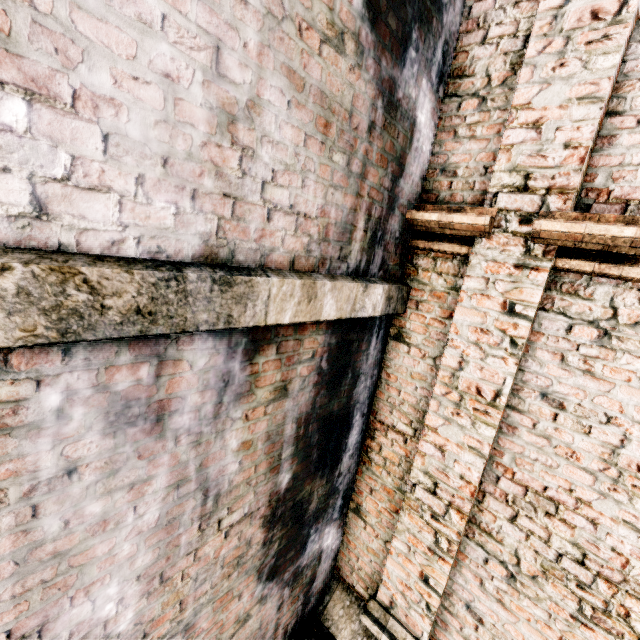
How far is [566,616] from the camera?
2.56m

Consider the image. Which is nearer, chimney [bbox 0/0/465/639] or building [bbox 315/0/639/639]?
chimney [bbox 0/0/465/639]

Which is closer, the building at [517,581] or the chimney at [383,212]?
the chimney at [383,212]
